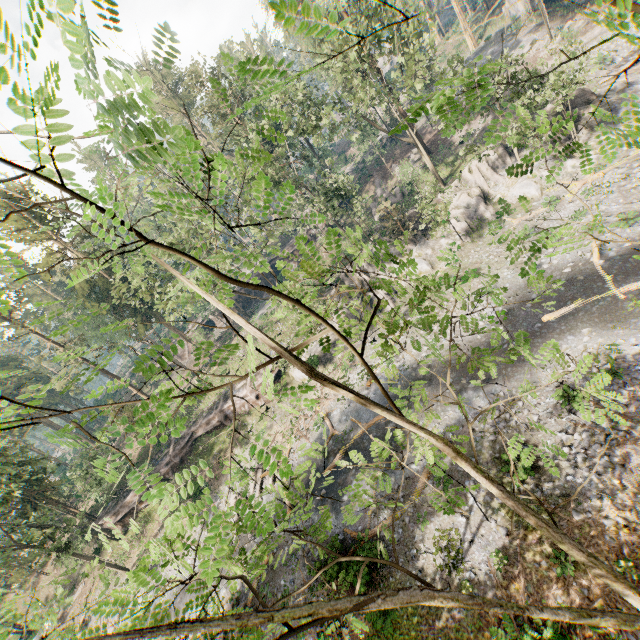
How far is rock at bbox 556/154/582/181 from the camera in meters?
26.4 m

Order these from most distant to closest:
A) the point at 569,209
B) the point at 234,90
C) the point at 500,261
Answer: the point at 234,90 → the point at 500,261 → the point at 569,209

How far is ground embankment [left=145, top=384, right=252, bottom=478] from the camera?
35.5m

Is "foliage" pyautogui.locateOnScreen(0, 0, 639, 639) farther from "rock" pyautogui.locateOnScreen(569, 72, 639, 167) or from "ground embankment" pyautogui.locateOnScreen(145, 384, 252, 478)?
"rock" pyautogui.locateOnScreen(569, 72, 639, 167)

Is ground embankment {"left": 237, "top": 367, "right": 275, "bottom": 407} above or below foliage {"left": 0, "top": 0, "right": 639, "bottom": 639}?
below

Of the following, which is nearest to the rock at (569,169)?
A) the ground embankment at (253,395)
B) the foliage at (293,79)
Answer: the ground embankment at (253,395)
